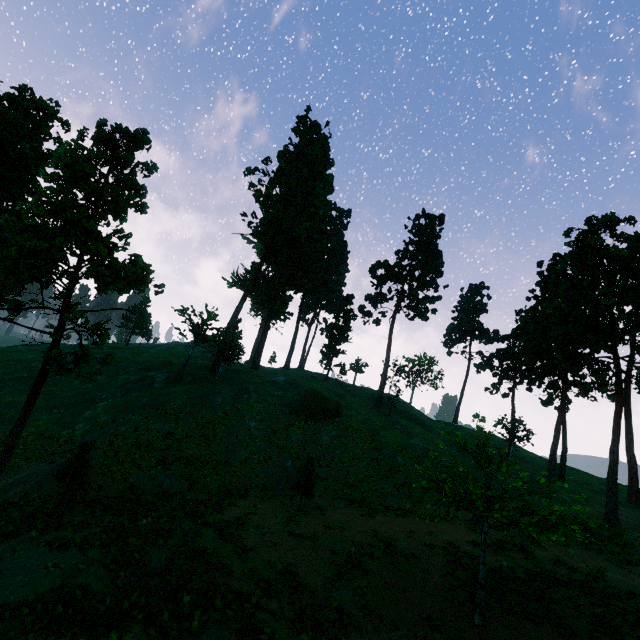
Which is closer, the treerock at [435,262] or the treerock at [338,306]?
the treerock at [435,262]

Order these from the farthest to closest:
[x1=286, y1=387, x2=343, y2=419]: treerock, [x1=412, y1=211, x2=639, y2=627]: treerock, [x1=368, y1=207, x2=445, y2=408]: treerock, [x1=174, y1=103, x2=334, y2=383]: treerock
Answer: [x1=368, y1=207, x2=445, y2=408]: treerock, [x1=174, y1=103, x2=334, y2=383]: treerock, [x1=286, y1=387, x2=343, y2=419]: treerock, [x1=412, y1=211, x2=639, y2=627]: treerock

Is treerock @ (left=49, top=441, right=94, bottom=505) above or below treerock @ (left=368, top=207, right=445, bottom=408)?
below

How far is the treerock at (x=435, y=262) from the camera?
51.6 meters

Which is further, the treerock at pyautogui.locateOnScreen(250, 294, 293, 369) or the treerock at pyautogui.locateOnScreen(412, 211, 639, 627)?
the treerock at pyautogui.locateOnScreen(250, 294, 293, 369)

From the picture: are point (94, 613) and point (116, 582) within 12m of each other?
yes
